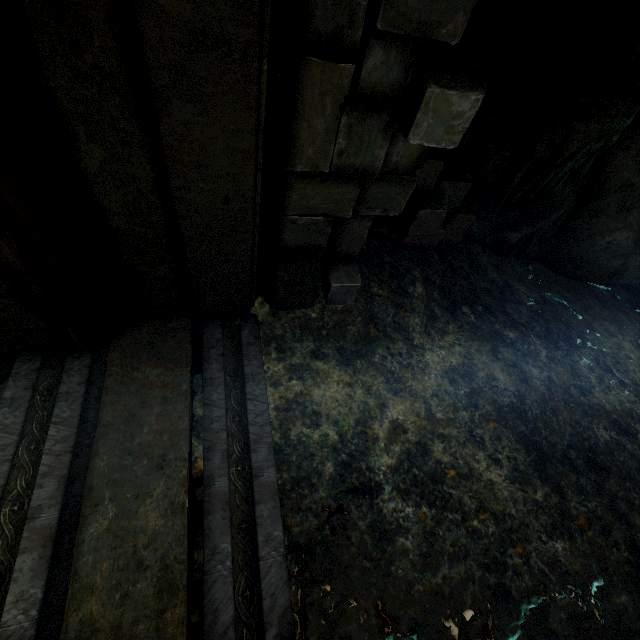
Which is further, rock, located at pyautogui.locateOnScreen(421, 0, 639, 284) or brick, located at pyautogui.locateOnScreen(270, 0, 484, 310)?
rock, located at pyautogui.locateOnScreen(421, 0, 639, 284)

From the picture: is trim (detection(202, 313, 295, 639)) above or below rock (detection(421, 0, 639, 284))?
below

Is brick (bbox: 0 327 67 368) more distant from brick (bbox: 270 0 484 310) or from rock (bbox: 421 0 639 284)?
brick (bbox: 270 0 484 310)

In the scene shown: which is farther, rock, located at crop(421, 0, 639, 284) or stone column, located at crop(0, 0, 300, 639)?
rock, located at crop(421, 0, 639, 284)

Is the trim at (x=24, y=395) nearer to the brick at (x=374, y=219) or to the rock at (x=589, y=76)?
the rock at (x=589, y=76)

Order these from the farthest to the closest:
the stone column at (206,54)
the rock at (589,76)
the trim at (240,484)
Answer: the rock at (589,76)
the trim at (240,484)
the stone column at (206,54)

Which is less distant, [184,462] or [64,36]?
[64,36]

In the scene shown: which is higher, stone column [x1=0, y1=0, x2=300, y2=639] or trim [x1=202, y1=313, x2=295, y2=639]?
stone column [x1=0, y1=0, x2=300, y2=639]
